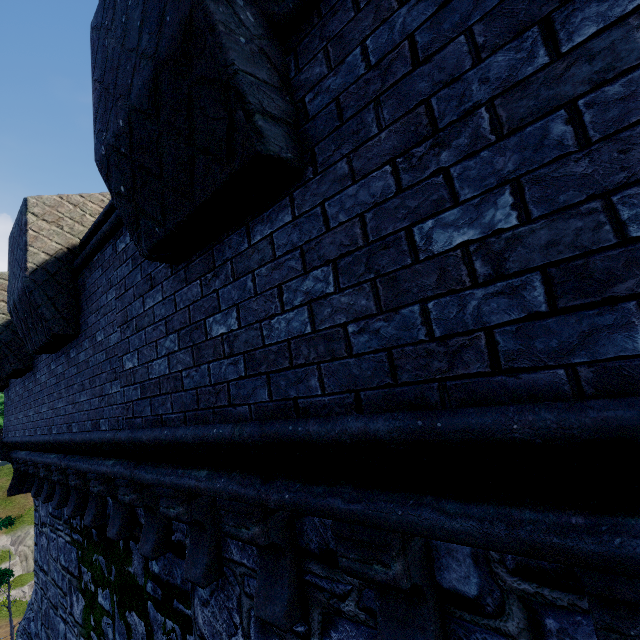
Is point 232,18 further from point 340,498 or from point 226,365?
point 340,498
